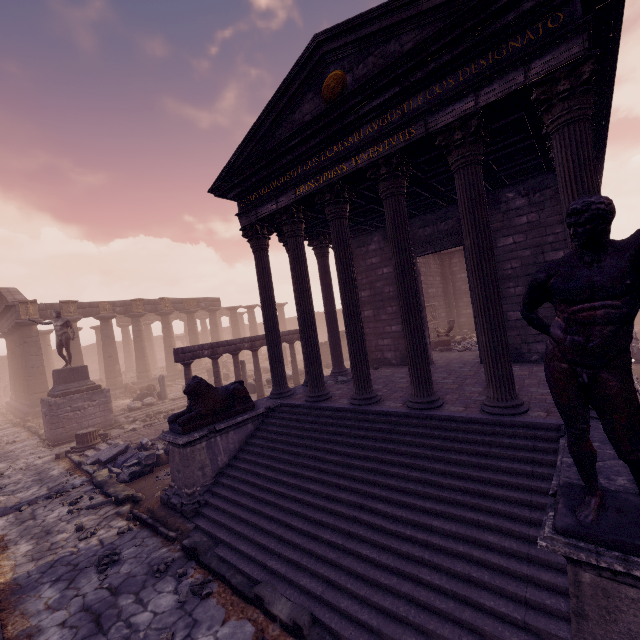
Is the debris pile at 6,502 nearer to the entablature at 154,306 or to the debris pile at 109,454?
the debris pile at 109,454

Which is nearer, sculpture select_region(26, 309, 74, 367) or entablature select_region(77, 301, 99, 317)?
sculpture select_region(26, 309, 74, 367)

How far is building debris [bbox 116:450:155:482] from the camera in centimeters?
898cm

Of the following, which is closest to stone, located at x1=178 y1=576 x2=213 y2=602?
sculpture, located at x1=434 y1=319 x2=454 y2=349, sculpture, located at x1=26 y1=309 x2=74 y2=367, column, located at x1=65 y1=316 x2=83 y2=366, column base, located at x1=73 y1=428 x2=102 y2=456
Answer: column base, located at x1=73 y1=428 x2=102 y2=456

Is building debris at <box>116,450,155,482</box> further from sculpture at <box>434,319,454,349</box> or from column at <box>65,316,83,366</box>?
column at <box>65,316,83,366</box>

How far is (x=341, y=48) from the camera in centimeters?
624cm

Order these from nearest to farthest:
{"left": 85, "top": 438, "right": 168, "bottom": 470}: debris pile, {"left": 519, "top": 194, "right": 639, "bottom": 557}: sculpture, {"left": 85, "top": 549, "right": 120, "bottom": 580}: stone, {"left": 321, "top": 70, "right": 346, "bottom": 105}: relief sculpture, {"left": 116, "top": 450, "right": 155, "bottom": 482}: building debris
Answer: {"left": 519, "top": 194, "right": 639, "bottom": 557}: sculpture
{"left": 85, "top": 549, "right": 120, "bottom": 580}: stone
{"left": 321, "top": 70, "right": 346, "bottom": 105}: relief sculpture
{"left": 116, "top": 450, "right": 155, "bottom": 482}: building debris
{"left": 85, "top": 438, "right": 168, "bottom": 470}: debris pile

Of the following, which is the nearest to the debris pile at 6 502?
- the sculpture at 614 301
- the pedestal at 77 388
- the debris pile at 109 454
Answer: the debris pile at 109 454
